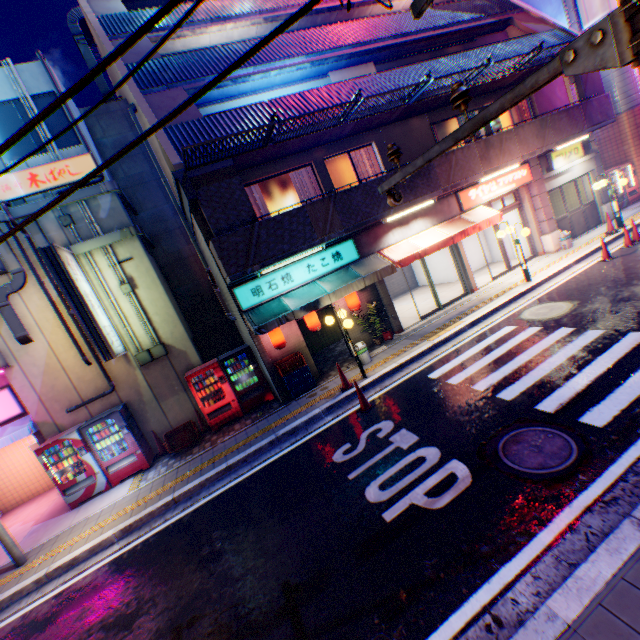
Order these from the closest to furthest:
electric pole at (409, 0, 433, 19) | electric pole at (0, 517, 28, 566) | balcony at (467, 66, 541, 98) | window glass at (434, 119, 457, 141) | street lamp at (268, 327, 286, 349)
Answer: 1. electric pole at (409, 0, 433, 19)
2. electric pole at (0, 517, 28, 566)
3. street lamp at (268, 327, 286, 349)
4. balcony at (467, 66, 541, 98)
5. window glass at (434, 119, 457, 141)

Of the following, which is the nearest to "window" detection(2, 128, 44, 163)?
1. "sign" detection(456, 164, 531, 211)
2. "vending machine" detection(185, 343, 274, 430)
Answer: "vending machine" detection(185, 343, 274, 430)

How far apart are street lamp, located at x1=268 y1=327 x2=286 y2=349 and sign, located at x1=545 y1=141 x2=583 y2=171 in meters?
13.8 m

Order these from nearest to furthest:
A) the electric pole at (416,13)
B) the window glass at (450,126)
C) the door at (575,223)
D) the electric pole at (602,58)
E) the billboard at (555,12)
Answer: the electric pole at (602,58) < the electric pole at (416,13) < the window glass at (450,126) < the door at (575,223) < the billboard at (555,12)

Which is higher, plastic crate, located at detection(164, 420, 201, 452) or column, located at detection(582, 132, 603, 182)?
column, located at detection(582, 132, 603, 182)

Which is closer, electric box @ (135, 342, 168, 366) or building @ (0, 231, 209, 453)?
building @ (0, 231, 209, 453)

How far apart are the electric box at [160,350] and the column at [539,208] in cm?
1601

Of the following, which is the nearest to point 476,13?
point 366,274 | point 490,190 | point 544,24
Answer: point 544,24
